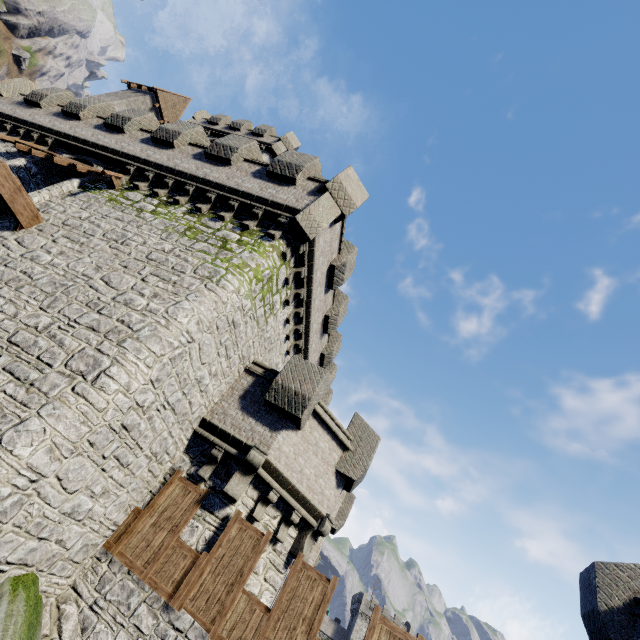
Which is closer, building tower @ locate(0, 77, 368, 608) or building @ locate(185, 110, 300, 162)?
building tower @ locate(0, 77, 368, 608)

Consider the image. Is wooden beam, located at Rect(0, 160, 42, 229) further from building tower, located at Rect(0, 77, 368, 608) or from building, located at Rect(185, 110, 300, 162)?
building, located at Rect(185, 110, 300, 162)

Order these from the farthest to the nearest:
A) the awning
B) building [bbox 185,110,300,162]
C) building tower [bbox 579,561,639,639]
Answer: building [bbox 185,110,300,162], the awning, building tower [bbox 579,561,639,639]

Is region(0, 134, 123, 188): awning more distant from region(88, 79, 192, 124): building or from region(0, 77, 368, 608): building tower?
region(88, 79, 192, 124): building

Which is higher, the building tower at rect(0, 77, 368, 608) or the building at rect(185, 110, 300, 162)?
the building at rect(185, 110, 300, 162)

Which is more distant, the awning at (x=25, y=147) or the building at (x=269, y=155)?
the building at (x=269, y=155)

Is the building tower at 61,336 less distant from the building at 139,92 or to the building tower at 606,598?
the building at 139,92

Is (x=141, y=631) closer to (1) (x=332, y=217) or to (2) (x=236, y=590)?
(2) (x=236, y=590)
